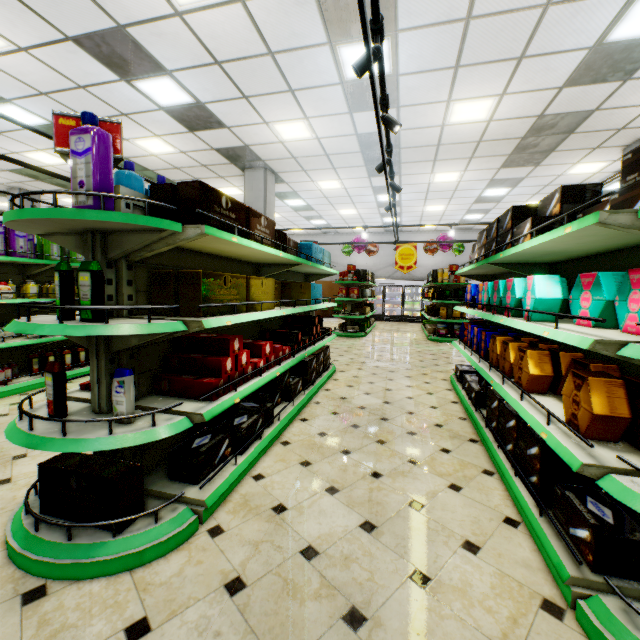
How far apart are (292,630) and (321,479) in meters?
1.2

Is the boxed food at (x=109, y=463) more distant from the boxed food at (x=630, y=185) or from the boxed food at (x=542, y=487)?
the boxed food at (x=630, y=185)

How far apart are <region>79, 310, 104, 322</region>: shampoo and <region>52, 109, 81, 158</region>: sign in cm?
64

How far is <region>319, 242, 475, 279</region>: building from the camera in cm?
1741

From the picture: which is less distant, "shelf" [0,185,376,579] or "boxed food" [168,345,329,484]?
"shelf" [0,185,376,579]

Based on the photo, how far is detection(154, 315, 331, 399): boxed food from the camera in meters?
2.3 m

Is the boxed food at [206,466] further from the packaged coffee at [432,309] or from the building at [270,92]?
the packaged coffee at [432,309]

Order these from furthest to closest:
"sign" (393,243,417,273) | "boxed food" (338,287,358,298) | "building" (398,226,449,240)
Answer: "building" (398,226,449,240), "boxed food" (338,287,358,298), "sign" (393,243,417,273)
